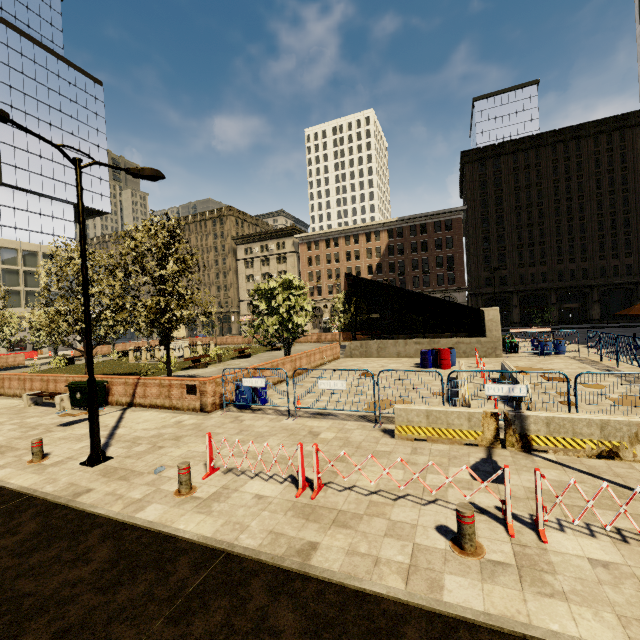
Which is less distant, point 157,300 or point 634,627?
point 634,627

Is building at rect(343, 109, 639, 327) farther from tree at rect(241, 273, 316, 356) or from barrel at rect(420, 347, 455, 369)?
barrel at rect(420, 347, 455, 369)

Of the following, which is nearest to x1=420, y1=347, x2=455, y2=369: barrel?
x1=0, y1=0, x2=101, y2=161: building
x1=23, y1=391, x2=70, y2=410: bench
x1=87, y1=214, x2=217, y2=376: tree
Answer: x1=87, y1=214, x2=217, y2=376: tree

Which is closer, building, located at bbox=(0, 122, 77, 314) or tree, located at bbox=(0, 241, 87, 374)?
tree, located at bbox=(0, 241, 87, 374)

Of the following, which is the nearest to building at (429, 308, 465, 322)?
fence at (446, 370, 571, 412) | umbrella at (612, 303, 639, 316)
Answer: umbrella at (612, 303, 639, 316)

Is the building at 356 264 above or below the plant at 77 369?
above

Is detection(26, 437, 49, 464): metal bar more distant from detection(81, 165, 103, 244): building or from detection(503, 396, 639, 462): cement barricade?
detection(81, 165, 103, 244): building

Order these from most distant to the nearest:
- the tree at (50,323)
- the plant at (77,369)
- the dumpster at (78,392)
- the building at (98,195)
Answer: the building at (98,195) → the plant at (77,369) → the tree at (50,323) → the dumpster at (78,392)
